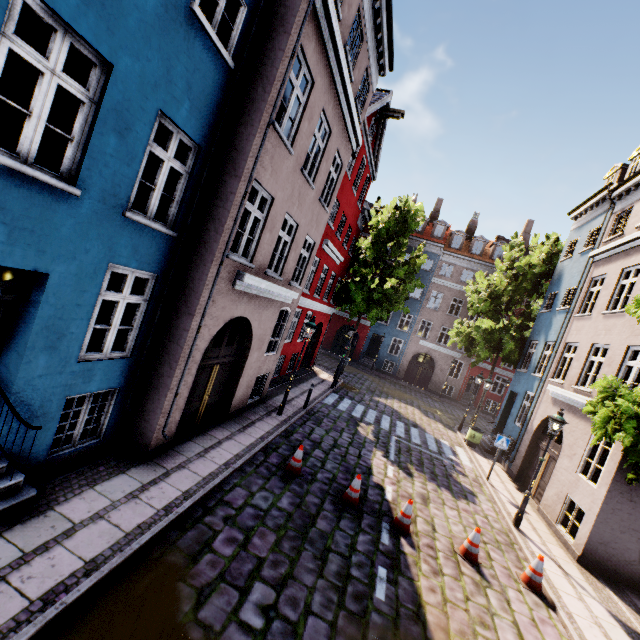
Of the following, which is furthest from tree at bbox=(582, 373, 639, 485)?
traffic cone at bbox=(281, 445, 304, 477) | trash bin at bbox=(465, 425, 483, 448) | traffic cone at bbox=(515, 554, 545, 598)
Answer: trash bin at bbox=(465, 425, 483, 448)

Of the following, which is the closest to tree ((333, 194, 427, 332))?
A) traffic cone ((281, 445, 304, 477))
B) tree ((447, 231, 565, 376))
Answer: tree ((447, 231, 565, 376))

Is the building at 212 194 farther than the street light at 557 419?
No

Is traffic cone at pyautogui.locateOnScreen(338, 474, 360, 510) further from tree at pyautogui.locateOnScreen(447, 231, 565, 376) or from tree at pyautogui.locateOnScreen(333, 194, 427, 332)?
tree at pyautogui.locateOnScreen(333, 194, 427, 332)

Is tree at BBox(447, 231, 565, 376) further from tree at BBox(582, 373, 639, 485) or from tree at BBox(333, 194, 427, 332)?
tree at BBox(582, 373, 639, 485)

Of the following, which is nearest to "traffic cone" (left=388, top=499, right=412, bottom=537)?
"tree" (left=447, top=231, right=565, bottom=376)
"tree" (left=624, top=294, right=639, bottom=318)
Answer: "tree" (left=624, top=294, right=639, bottom=318)

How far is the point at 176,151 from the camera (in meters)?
6.95

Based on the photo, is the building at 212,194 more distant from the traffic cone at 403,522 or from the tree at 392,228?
the traffic cone at 403,522
